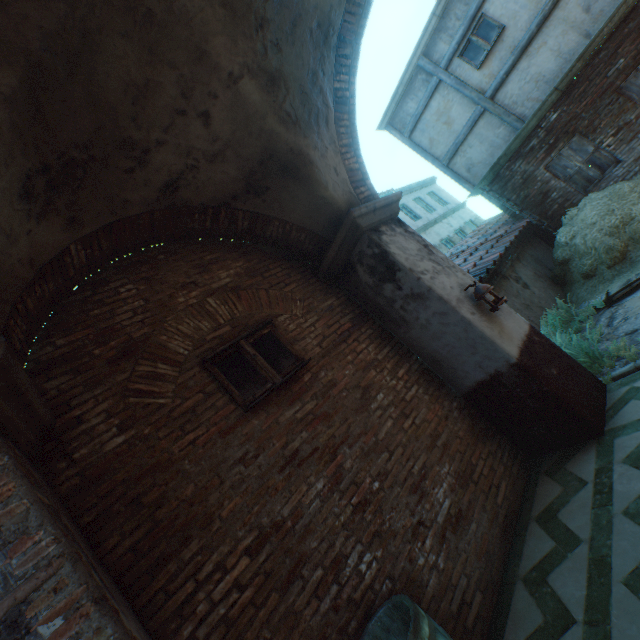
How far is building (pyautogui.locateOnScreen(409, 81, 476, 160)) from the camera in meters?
9.7

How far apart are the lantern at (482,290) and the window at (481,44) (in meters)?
8.32

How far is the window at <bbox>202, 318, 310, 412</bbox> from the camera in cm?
341

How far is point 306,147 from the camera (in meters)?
4.09

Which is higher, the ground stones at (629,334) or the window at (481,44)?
the window at (481,44)

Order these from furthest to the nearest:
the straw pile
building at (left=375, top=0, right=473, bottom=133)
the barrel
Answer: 1. building at (left=375, top=0, right=473, bottom=133)
2. the straw pile
3. the barrel

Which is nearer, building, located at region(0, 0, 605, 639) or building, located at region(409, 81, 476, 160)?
building, located at region(0, 0, 605, 639)

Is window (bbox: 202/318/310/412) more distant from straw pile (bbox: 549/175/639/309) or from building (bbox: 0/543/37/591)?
straw pile (bbox: 549/175/639/309)
